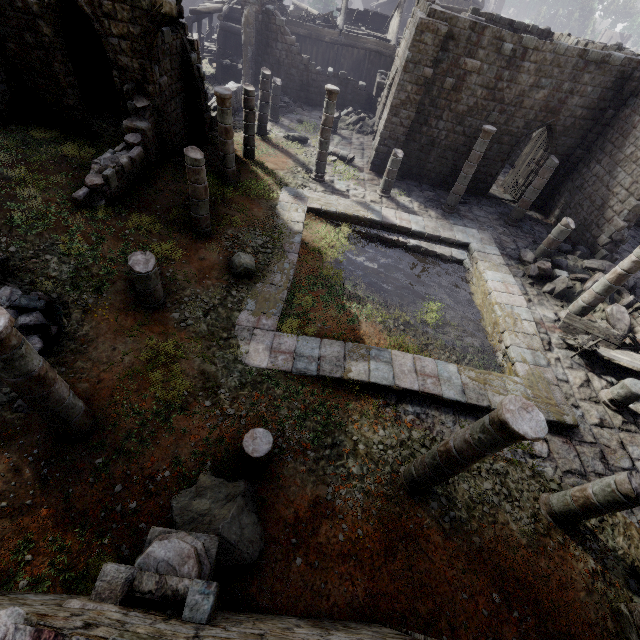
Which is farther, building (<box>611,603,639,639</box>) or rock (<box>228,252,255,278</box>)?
rock (<box>228,252,255,278</box>)

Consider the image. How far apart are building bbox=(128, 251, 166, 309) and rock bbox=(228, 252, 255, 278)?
2.1m

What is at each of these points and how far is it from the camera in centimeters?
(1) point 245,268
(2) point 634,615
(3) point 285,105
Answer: (1) rock, 983cm
(2) building, 592cm
(3) rubble, 2205cm

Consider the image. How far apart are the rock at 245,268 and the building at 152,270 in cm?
207

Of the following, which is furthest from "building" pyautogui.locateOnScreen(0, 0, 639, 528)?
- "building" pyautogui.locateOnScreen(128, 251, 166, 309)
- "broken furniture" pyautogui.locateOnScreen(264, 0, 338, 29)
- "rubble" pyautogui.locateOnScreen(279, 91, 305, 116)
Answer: "building" pyautogui.locateOnScreen(128, 251, 166, 309)

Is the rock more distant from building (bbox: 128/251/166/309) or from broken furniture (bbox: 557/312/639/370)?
broken furniture (bbox: 557/312/639/370)

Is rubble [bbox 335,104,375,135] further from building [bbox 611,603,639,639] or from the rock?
the rock

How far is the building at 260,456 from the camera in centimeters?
585cm
